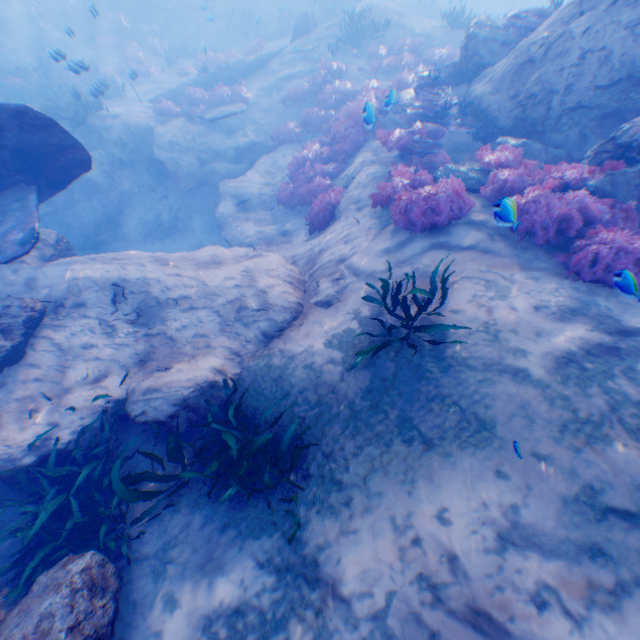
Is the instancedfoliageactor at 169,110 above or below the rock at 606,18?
below

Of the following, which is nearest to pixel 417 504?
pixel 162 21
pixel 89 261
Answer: pixel 89 261

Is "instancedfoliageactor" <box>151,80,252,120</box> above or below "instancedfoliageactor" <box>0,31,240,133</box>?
below

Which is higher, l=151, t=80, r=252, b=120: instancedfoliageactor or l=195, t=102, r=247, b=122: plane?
l=195, t=102, r=247, b=122: plane

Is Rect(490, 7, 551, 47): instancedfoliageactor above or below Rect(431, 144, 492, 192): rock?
above

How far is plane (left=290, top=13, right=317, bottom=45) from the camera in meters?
18.0 m

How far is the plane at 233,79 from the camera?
16.9m

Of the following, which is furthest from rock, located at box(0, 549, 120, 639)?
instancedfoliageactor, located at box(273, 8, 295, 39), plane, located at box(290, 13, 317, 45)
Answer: instancedfoliageactor, located at box(273, 8, 295, 39)
